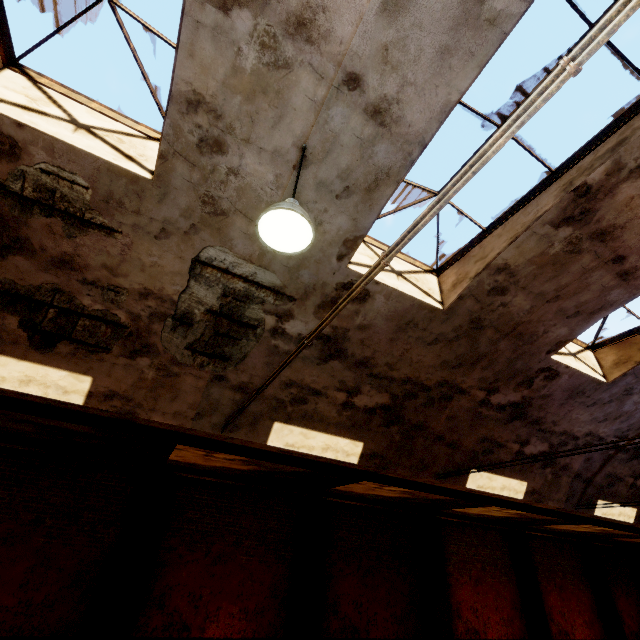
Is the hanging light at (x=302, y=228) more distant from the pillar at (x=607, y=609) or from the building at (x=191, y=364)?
the pillar at (x=607, y=609)

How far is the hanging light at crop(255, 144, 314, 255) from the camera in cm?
285

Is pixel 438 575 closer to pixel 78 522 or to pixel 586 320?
pixel 586 320

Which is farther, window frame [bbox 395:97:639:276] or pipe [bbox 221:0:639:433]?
window frame [bbox 395:97:639:276]

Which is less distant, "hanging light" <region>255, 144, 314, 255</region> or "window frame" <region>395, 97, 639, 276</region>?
"hanging light" <region>255, 144, 314, 255</region>

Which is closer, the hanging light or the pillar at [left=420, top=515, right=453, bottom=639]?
the hanging light

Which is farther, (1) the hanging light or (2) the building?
(2) the building

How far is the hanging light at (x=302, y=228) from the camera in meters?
2.8 m
